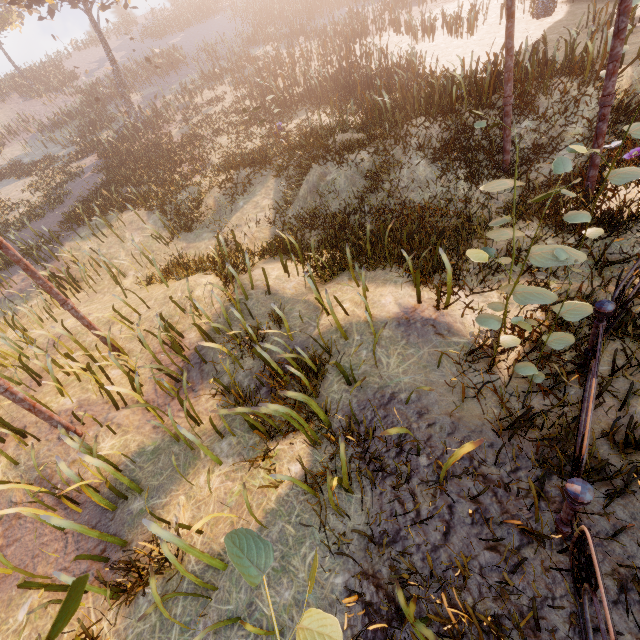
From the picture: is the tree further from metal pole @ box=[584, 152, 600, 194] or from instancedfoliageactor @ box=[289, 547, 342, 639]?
instancedfoliageactor @ box=[289, 547, 342, 639]

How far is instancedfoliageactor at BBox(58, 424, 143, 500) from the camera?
4.2m

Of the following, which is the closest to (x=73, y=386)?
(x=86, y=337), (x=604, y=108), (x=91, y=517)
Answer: (x=86, y=337)

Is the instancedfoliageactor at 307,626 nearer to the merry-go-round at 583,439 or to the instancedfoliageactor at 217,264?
the merry-go-round at 583,439

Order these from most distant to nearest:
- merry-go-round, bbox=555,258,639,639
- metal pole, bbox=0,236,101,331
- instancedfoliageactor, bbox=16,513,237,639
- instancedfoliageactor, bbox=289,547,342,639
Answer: metal pole, bbox=0,236,101,331
merry-go-round, bbox=555,258,639,639
instancedfoliageactor, bbox=289,547,342,639
instancedfoliageactor, bbox=16,513,237,639

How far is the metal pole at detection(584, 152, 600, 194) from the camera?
5.7m

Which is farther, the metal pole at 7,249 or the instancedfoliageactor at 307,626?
the metal pole at 7,249

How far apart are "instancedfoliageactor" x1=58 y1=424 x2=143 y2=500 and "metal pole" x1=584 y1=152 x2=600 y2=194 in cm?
914
